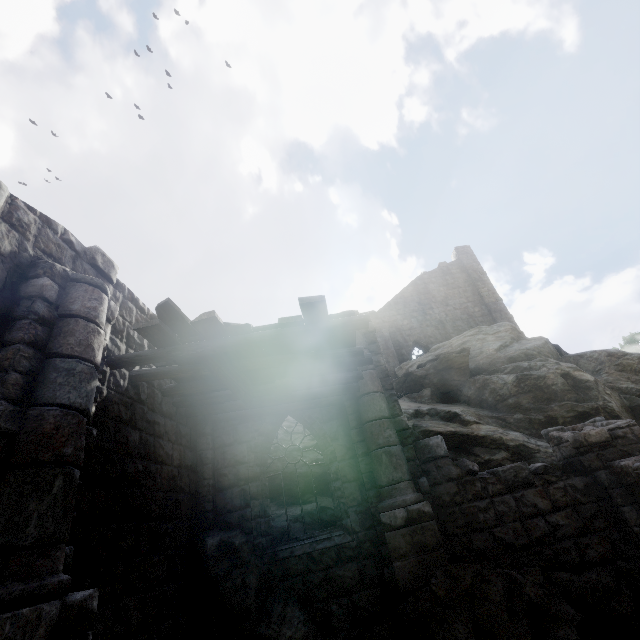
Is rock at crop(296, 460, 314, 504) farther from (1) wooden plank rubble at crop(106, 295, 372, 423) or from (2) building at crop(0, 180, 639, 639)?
(1) wooden plank rubble at crop(106, 295, 372, 423)

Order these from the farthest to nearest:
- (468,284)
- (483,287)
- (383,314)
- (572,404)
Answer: (468,284) → (483,287) → (383,314) → (572,404)

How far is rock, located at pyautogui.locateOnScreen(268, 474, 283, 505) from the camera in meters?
9.2 m

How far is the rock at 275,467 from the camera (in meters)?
9.49

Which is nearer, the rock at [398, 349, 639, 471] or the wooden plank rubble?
the wooden plank rubble

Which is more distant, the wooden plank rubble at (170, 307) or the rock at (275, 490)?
the rock at (275, 490)
